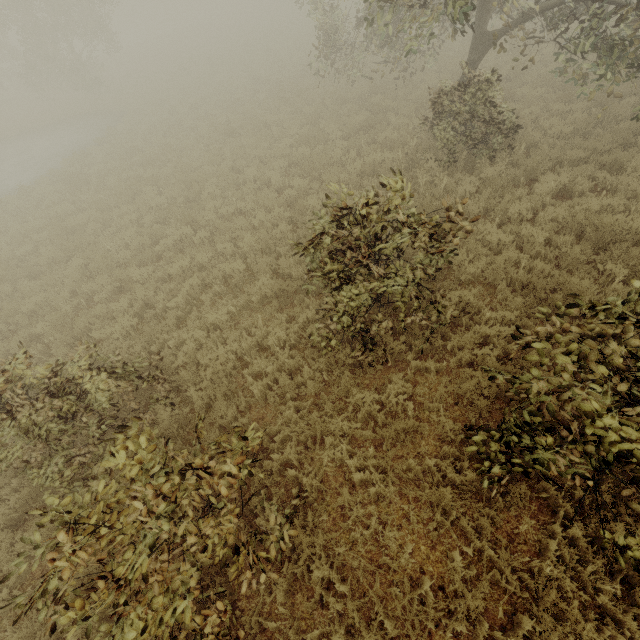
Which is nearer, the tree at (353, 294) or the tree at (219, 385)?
the tree at (353, 294)

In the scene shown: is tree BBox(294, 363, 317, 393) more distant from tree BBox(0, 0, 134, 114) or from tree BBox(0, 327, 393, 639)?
tree BBox(0, 0, 134, 114)

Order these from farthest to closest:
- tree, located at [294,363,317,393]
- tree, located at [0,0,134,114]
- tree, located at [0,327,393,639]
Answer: tree, located at [0,0,134,114] → tree, located at [294,363,317,393] → tree, located at [0,327,393,639]

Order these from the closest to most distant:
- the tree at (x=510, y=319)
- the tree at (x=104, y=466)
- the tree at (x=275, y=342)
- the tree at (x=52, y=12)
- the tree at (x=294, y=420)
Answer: the tree at (x=104, y=466)
the tree at (x=510, y=319)
the tree at (x=294, y=420)
the tree at (x=275, y=342)
the tree at (x=52, y=12)

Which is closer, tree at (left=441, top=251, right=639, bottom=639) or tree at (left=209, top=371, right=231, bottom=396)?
tree at (left=441, top=251, right=639, bottom=639)

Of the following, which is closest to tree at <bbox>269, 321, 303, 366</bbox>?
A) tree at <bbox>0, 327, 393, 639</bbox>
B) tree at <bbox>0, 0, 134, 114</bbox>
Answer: tree at <bbox>0, 327, 393, 639</bbox>

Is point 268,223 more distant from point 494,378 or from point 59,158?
point 59,158
